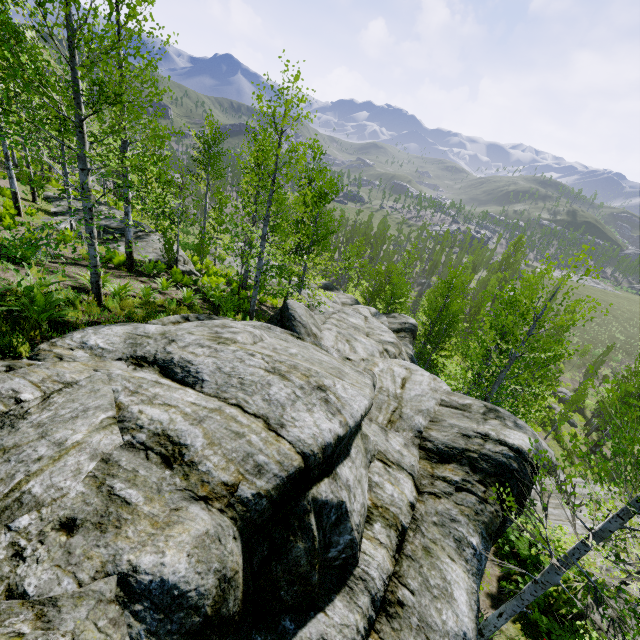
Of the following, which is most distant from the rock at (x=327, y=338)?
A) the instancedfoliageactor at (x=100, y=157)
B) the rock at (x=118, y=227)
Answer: the rock at (x=118, y=227)

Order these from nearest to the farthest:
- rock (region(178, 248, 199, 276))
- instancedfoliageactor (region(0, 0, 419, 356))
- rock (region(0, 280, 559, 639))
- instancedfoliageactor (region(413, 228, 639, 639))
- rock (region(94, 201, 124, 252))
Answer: rock (region(0, 280, 559, 639)) → instancedfoliageactor (region(413, 228, 639, 639)) → instancedfoliageactor (region(0, 0, 419, 356)) → rock (region(94, 201, 124, 252)) → rock (region(178, 248, 199, 276))

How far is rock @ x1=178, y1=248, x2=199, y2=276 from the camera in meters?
17.2

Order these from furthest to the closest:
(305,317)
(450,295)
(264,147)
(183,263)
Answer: (450,295) → (264,147) → (183,263) → (305,317)

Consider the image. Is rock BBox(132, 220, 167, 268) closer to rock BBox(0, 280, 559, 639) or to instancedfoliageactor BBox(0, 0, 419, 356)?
rock BBox(0, 280, 559, 639)

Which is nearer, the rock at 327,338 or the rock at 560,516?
the rock at 327,338
